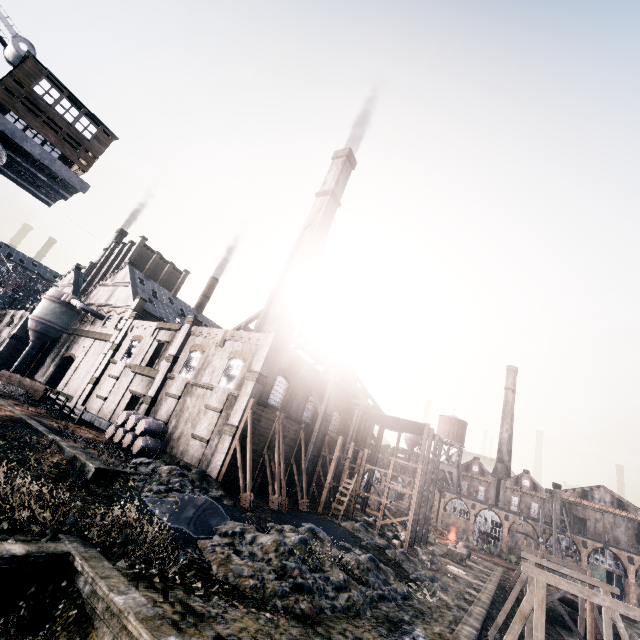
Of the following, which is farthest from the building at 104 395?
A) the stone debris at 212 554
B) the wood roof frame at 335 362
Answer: the stone debris at 212 554

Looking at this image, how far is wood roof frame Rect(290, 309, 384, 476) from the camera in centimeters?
3206cm

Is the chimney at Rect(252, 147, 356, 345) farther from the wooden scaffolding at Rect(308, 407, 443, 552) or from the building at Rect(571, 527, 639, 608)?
the building at Rect(571, 527, 639, 608)

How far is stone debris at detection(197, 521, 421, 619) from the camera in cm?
1301

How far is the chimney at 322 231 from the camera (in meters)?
35.84

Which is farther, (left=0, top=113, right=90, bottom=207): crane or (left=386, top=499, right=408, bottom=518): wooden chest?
(left=386, top=499, right=408, bottom=518): wooden chest

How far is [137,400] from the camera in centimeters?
4281cm

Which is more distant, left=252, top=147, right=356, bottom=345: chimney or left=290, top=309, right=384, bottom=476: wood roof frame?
left=252, top=147, right=356, bottom=345: chimney
